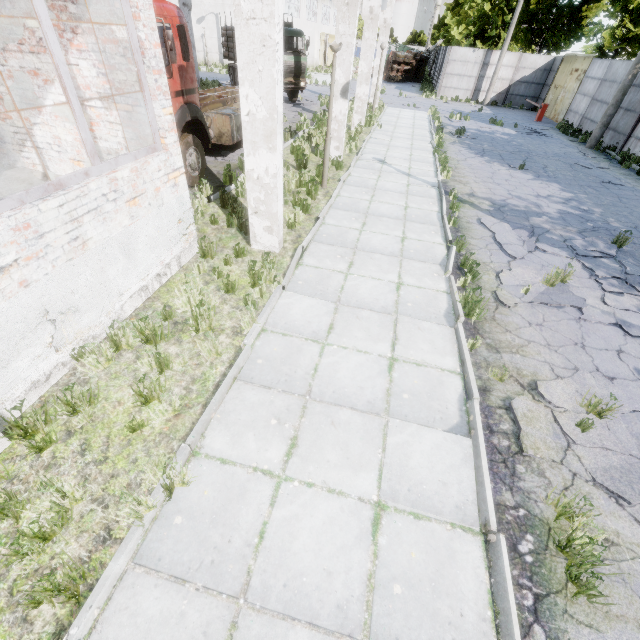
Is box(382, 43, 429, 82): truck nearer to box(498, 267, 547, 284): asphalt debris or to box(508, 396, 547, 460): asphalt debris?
box(498, 267, 547, 284): asphalt debris

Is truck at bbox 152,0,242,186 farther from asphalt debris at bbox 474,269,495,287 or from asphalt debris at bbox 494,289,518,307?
asphalt debris at bbox 494,289,518,307

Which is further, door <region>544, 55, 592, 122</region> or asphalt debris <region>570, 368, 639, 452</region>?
door <region>544, 55, 592, 122</region>

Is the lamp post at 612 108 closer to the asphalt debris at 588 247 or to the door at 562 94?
the door at 562 94

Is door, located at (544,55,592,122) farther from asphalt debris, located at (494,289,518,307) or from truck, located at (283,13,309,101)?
asphalt debris, located at (494,289,518,307)

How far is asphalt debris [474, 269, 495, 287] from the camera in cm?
628

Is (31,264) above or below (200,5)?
below

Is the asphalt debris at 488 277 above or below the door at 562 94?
below
